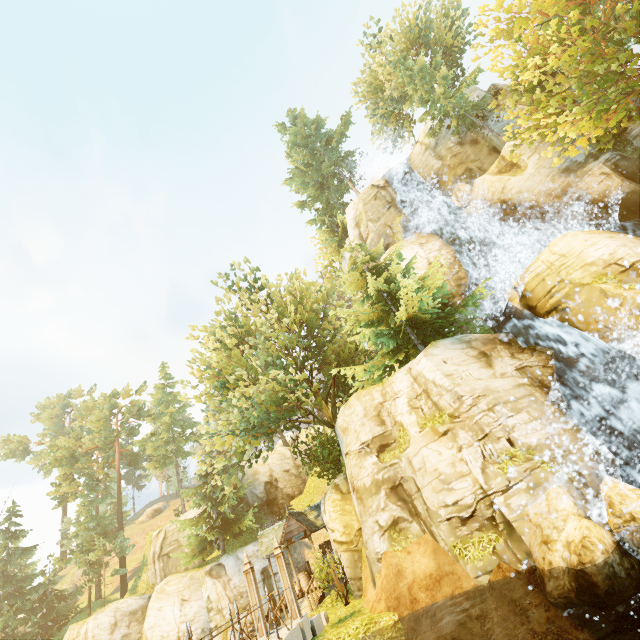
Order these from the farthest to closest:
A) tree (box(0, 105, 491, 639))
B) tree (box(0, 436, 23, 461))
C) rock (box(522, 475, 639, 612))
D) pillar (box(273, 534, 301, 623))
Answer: tree (box(0, 436, 23, 461)) < tree (box(0, 105, 491, 639)) < pillar (box(273, 534, 301, 623)) < rock (box(522, 475, 639, 612))

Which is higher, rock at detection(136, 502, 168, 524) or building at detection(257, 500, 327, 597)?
rock at detection(136, 502, 168, 524)

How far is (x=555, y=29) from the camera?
20.12m

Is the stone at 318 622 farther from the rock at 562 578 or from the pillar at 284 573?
the rock at 562 578

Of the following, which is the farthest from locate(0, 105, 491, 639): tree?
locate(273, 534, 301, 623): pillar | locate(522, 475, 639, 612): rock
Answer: locate(522, 475, 639, 612): rock

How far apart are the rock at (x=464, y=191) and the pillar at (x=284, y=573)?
23.5m

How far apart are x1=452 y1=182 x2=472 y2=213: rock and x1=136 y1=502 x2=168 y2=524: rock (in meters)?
65.31

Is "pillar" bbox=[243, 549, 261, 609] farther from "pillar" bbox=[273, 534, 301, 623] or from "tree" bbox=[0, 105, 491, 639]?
"tree" bbox=[0, 105, 491, 639]
